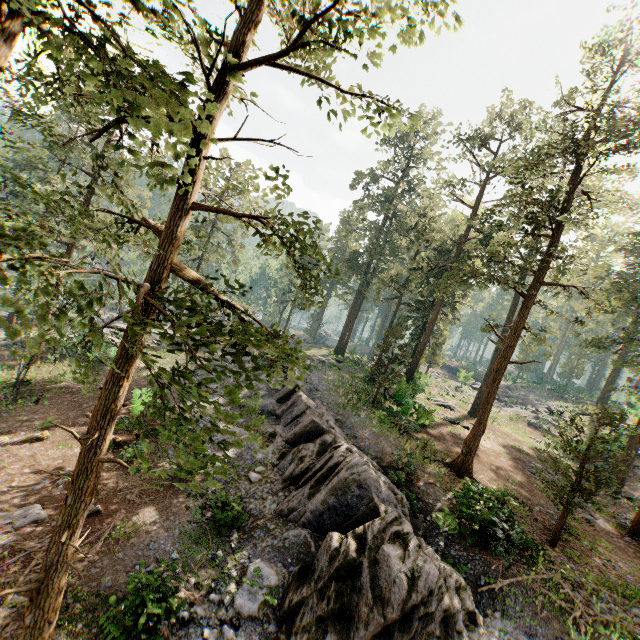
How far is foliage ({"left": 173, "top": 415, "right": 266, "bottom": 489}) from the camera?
3.0m

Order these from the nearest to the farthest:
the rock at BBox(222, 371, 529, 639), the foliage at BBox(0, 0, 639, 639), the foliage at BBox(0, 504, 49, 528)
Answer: the foliage at BBox(0, 0, 639, 639), the rock at BBox(222, 371, 529, 639), the foliage at BBox(0, 504, 49, 528)

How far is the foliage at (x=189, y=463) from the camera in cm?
297

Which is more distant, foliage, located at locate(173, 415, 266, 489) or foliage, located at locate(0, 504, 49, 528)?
foliage, located at locate(0, 504, 49, 528)

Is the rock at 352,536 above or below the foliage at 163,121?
below

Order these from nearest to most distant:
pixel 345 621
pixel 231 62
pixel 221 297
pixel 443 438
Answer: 1. pixel 231 62
2. pixel 221 297
3. pixel 345 621
4. pixel 443 438
